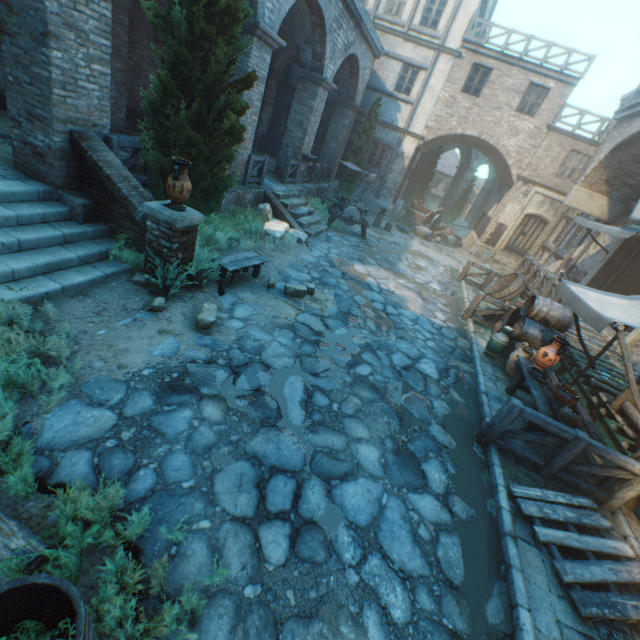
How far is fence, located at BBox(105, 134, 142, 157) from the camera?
5.9m

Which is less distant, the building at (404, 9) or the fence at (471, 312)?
the fence at (471, 312)

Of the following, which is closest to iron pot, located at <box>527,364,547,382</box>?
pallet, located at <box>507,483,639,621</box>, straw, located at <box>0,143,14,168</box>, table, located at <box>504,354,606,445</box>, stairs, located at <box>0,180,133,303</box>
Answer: table, located at <box>504,354,606,445</box>

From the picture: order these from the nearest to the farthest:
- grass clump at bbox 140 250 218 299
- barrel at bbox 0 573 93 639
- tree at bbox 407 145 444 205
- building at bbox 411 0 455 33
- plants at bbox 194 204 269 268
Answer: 1. barrel at bbox 0 573 93 639
2. grass clump at bbox 140 250 218 299
3. plants at bbox 194 204 269 268
4. building at bbox 411 0 455 33
5. tree at bbox 407 145 444 205

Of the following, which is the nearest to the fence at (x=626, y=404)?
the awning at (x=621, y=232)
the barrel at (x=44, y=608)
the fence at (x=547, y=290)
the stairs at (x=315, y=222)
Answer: the fence at (x=547, y=290)

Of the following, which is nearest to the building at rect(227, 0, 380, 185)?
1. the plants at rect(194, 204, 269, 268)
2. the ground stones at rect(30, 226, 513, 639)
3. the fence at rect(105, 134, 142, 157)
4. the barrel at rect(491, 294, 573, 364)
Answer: the ground stones at rect(30, 226, 513, 639)

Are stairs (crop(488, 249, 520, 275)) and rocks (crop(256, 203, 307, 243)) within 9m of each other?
no

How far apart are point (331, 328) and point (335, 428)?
2.7m
